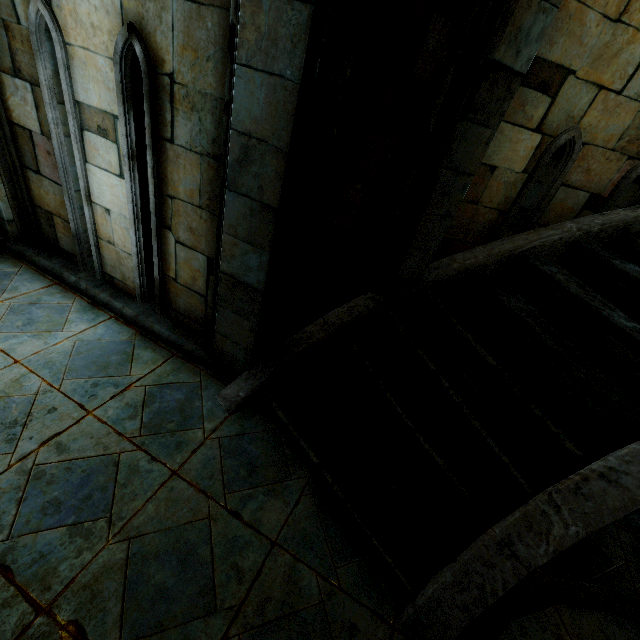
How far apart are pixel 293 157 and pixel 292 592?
2.9 meters
